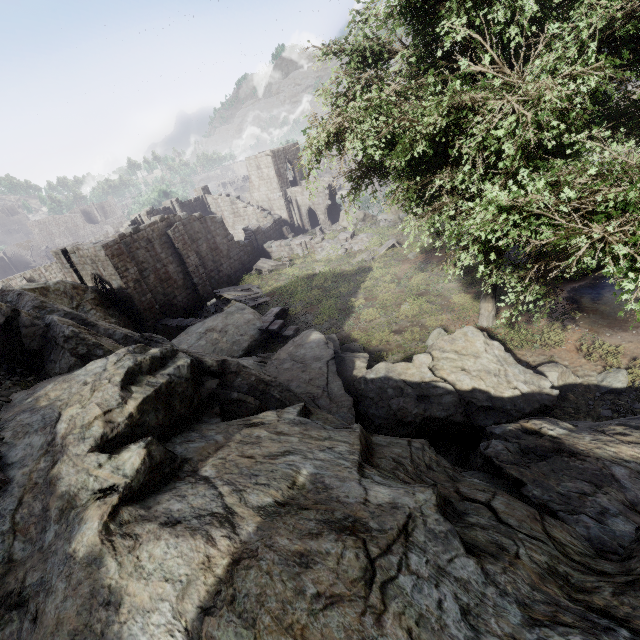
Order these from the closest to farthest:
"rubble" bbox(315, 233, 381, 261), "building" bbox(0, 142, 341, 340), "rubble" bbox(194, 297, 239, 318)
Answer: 1. "building" bbox(0, 142, 341, 340)
2. "rubble" bbox(194, 297, 239, 318)
3. "rubble" bbox(315, 233, 381, 261)

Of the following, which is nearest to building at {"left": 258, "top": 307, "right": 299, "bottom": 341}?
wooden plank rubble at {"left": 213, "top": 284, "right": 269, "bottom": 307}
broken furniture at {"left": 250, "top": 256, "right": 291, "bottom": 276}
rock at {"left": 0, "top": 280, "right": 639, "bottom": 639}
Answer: wooden plank rubble at {"left": 213, "top": 284, "right": 269, "bottom": 307}

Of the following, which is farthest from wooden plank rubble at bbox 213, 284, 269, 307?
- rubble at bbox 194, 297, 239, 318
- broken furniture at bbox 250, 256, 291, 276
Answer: broken furniture at bbox 250, 256, 291, 276

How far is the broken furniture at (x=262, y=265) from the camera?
28.86m

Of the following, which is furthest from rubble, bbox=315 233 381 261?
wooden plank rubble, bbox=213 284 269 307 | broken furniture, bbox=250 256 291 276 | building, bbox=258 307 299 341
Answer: building, bbox=258 307 299 341

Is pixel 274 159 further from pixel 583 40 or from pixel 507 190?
pixel 507 190

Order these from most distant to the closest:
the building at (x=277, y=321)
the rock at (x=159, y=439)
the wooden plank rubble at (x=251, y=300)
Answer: the wooden plank rubble at (x=251, y=300)
the building at (x=277, y=321)
the rock at (x=159, y=439)

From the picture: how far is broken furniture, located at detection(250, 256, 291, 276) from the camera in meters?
28.9
